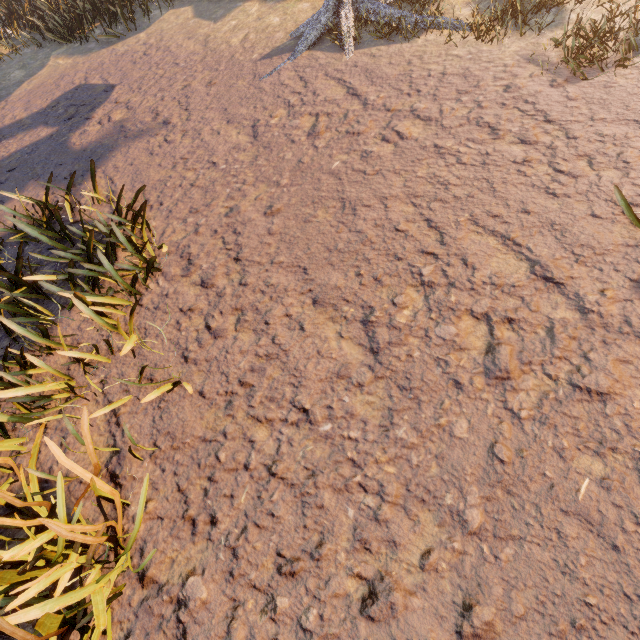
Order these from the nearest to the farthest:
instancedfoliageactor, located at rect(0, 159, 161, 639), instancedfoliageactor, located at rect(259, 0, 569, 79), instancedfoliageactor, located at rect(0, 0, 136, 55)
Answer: instancedfoliageactor, located at rect(0, 159, 161, 639) → instancedfoliageactor, located at rect(259, 0, 569, 79) → instancedfoliageactor, located at rect(0, 0, 136, 55)

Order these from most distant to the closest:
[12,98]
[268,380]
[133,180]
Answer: [12,98] < [133,180] < [268,380]

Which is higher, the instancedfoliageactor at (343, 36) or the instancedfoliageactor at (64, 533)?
the instancedfoliageactor at (343, 36)

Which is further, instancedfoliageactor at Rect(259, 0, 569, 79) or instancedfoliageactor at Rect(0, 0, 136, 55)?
instancedfoliageactor at Rect(0, 0, 136, 55)

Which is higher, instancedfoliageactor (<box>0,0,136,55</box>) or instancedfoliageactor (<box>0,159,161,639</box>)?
instancedfoliageactor (<box>0,0,136,55</box>)

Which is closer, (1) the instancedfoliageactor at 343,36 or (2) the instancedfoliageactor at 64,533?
(2) the instancedfoliageactor at 64,533
